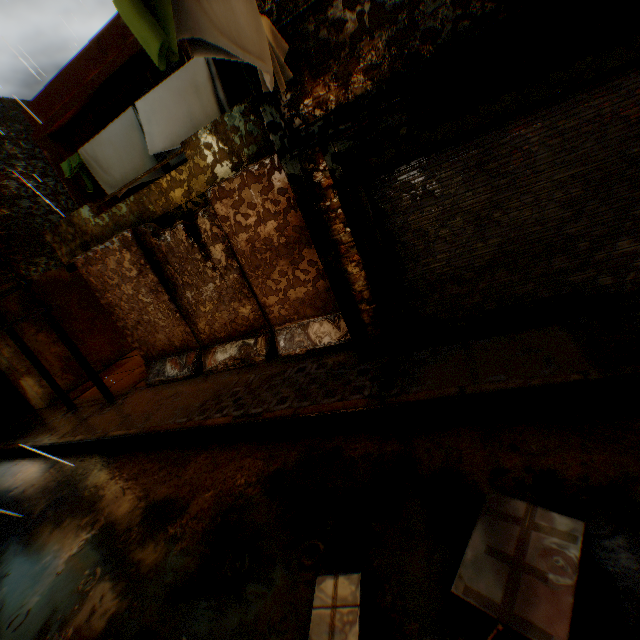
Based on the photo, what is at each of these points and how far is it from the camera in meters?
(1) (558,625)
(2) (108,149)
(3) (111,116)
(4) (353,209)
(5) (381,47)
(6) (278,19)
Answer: (1) cardboard box, 1.6 m
(2) clothes, 7.5 m
(3) window, 8.0 m
(4) building, 4.2 m
(5) building, 3.4 m
(6) building, 3.5 m

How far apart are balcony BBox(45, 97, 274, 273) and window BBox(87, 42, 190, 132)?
1.1m

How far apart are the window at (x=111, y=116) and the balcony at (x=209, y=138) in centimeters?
114cm

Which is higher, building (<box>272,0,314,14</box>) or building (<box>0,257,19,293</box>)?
building (<box>272,0,314,14</box>)

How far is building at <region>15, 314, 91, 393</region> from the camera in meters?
10.2

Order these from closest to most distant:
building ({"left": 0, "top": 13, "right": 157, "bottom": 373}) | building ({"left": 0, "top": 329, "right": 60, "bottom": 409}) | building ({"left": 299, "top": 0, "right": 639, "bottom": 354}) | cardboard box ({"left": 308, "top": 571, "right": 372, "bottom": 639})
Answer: cardboard box ({"left": 308, "top": 571, "right": 372, "bottom": 639}), building ({"left": 299, "top": 0, "right": 639, "bottom": 354}), building ({"left": 0, "top": 13, "right": 157, "bottom": 373}), building ({"left": 0, "top": 329, "right": 60, "bottom": 409})

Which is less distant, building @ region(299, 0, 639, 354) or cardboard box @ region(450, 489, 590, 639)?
cardboard box @ region(450, 489, 590, 639)

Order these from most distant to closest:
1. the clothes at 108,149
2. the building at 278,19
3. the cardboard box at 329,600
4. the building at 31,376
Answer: the building at 31,376
the building at 278,19
the cardboard box at 329,600
the clothes at 108,149
